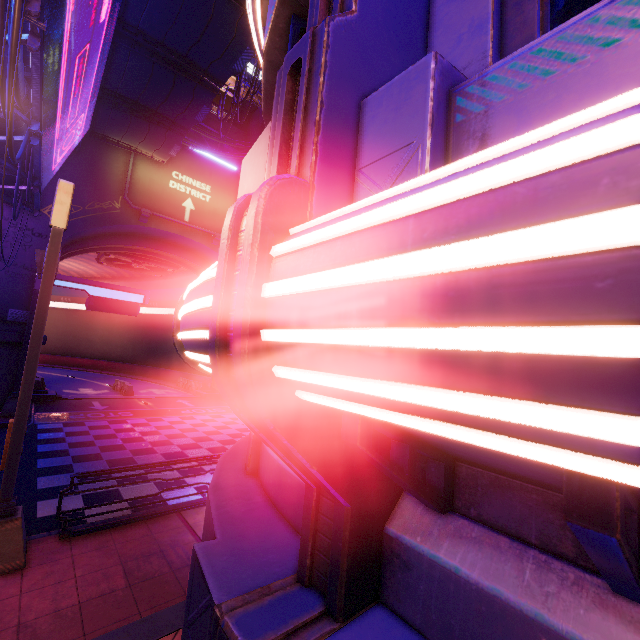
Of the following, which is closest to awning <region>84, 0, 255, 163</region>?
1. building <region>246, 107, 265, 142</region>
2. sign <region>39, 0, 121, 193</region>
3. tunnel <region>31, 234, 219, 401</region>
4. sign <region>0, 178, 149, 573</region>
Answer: sign <region>39, 0, 121, 193</region>

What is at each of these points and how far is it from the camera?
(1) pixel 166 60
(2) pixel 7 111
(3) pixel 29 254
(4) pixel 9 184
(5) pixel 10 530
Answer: (1) awning, 13.1m
(2) cable, 7.1m
(3) wall arch, 17.8m
(4) pipe, 15.1m
(5) sign, 5.7m

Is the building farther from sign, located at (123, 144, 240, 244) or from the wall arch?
sign, located at (123, 144, 240, 244)

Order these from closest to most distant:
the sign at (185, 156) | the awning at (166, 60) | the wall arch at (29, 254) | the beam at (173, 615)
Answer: the beam at (173, 615), the awning at (166, 60), the wall arch at (29, 254), the sign at (185, 156)

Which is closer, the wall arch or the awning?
the awning

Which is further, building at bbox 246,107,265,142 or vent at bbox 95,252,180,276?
building at bbox 246,107,265,142

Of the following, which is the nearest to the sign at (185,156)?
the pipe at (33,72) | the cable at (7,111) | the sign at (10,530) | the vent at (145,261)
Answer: the pipe at (33,72)

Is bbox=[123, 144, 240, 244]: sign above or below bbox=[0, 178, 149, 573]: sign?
above
